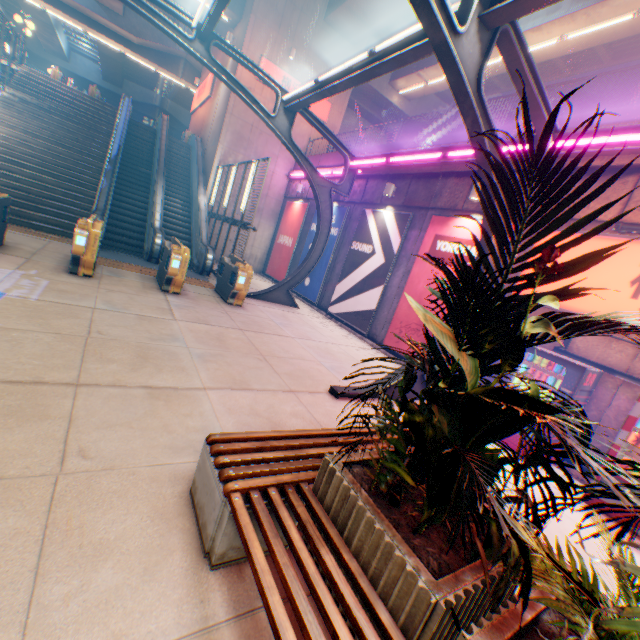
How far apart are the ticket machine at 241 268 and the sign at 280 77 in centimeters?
1101cm

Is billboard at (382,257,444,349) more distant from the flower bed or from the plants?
the flower bed

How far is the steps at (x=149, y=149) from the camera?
13.2 meters

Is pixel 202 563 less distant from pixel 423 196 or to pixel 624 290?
pixel 624 290

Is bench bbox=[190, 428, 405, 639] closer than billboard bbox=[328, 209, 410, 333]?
Yes

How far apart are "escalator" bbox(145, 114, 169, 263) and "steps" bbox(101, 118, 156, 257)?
0.0m

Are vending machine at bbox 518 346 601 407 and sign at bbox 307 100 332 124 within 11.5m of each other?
no

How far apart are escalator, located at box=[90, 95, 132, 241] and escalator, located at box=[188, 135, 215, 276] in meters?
3.3
